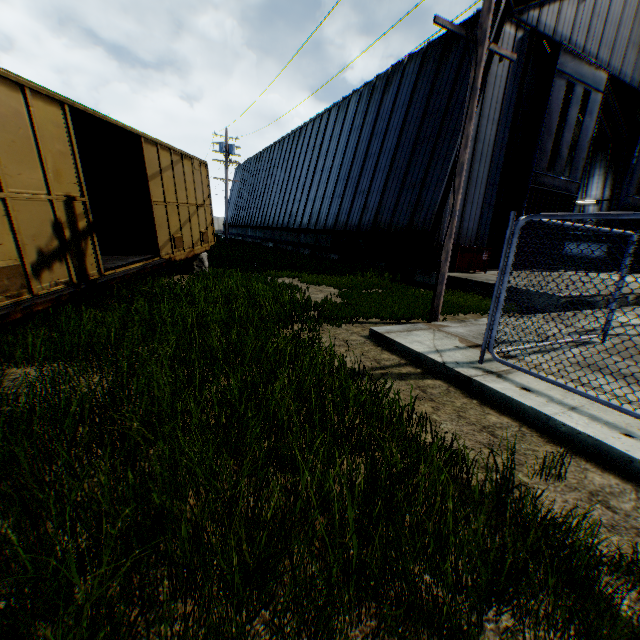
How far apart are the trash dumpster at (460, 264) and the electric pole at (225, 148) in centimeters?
2027cm

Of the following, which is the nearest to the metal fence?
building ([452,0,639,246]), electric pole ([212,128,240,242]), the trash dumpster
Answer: building ([452,0,639,246])

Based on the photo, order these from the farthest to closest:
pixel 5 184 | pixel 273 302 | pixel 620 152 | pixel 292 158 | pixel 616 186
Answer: pixel 292 158, pixel 616 186, pixel 620 152, pixel 273 302, pixel 5 184

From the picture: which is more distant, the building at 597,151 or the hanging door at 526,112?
the hanging door at 526,112

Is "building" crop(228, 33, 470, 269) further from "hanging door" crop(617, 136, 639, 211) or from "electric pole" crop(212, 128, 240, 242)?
"electric pole" crop(212, 128, 240, 242)

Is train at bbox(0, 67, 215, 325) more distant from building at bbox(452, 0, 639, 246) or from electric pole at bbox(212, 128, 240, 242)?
electric pole at bbox(212, 128, 240, 242)

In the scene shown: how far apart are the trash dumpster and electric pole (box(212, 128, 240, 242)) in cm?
2027
